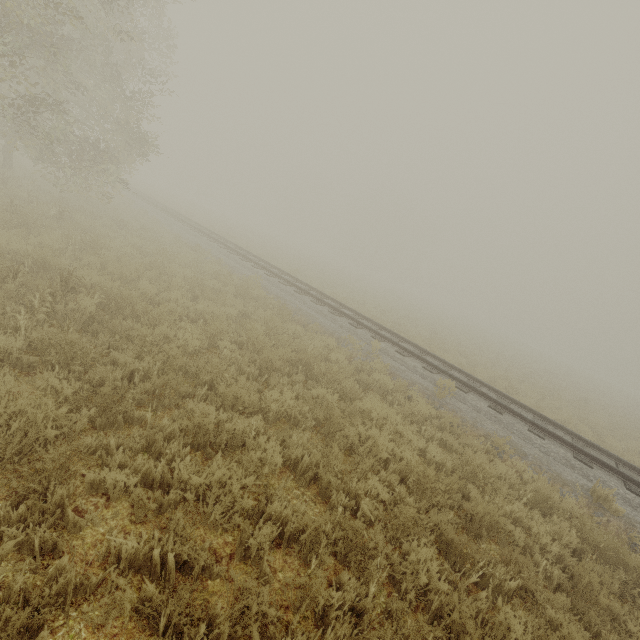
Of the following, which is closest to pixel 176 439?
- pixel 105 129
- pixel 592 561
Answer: pixel 592 561
